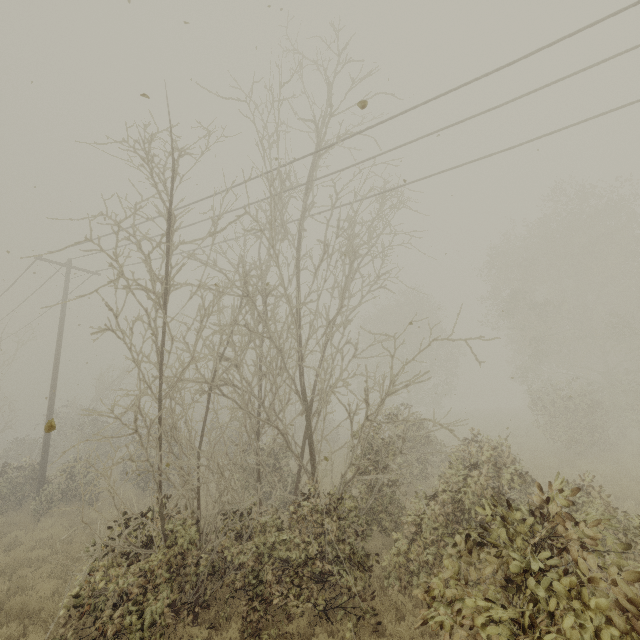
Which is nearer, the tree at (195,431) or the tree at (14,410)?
the tree at (195,431)

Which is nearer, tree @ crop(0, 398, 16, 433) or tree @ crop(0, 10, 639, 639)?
tree @ crop(0, 10, 639, 639)

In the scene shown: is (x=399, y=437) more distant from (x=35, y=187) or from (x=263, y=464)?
(x=35, y=187)
